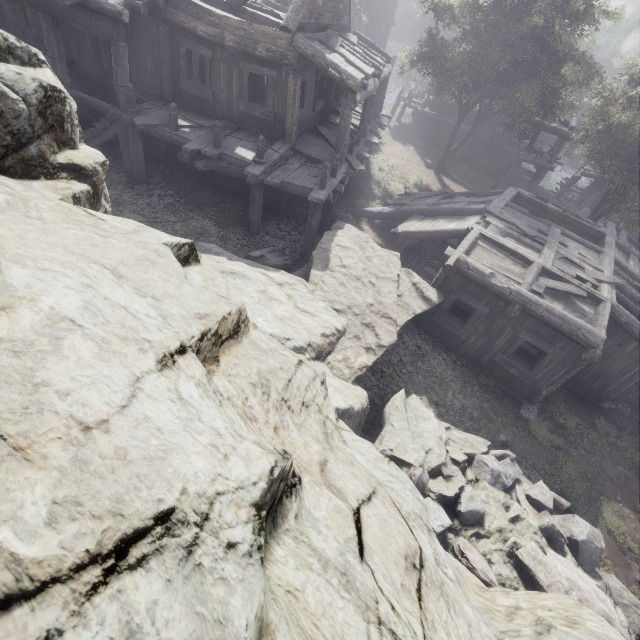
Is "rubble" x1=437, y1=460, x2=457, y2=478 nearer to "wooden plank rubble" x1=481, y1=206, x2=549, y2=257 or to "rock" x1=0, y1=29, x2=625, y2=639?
"rock" x1=0, y1=29, x2=625, y2=639

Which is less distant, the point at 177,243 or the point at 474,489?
the point at 177,243

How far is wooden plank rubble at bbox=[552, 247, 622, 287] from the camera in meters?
10.8

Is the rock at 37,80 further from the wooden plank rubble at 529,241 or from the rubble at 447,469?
the wooden plank rubble at 529,241

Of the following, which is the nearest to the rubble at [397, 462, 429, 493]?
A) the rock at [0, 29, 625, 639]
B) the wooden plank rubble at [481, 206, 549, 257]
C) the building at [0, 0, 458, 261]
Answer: the rock at [0, 29, 625, 639]

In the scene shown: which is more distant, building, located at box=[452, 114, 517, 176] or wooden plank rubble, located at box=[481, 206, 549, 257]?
building, located at box=[452, 114, 517, 176]

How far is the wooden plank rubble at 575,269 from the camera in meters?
10.8 m

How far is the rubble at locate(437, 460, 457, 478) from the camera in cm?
701
